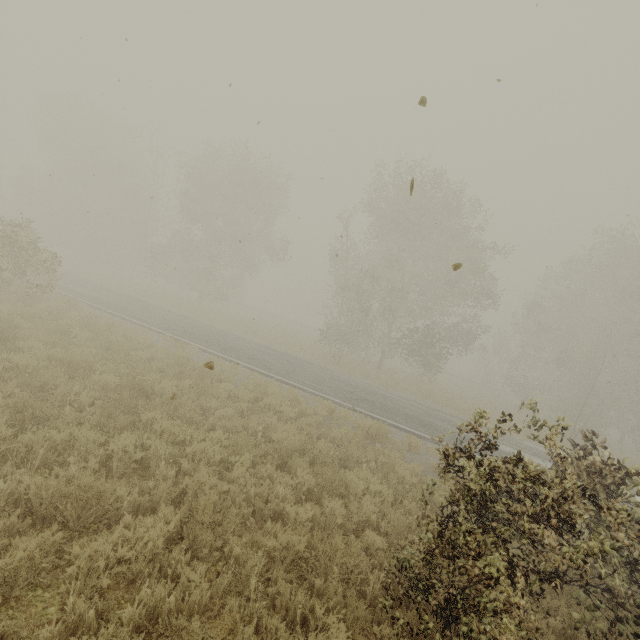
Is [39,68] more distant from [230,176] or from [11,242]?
[230,176]
